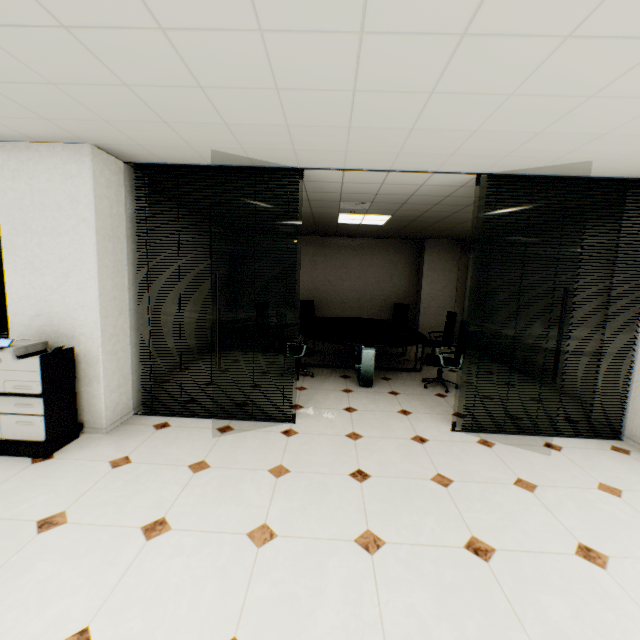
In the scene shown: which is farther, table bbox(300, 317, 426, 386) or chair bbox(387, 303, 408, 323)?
chair bbox(387, 303, 408, 323)

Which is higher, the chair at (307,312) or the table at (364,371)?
the chair at (307,312)

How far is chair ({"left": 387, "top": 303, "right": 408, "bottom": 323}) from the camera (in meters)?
8.85

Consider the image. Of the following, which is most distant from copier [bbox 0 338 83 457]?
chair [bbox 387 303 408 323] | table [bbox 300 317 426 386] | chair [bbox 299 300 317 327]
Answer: chair [bbox 387 303 408 323]

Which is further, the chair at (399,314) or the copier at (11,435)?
the chair at (399,314)

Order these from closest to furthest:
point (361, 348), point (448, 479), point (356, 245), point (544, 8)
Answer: point (544, 8) < point (448, 479) < point (361, 348) < point (356, 245)

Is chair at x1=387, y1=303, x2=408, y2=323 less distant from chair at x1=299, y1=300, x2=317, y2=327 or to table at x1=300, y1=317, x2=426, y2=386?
table at x1=300, y1=317, x2=426, y2=386

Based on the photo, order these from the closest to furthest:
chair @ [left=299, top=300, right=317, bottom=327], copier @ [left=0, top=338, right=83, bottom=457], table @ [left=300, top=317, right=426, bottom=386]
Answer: copier @ [left=0, top=338, right=83, bottom=457] < table @ [left=300, top=317, right=426, bottom=386] < chair @ [left=299, top=300, right=317, bottom=327]
